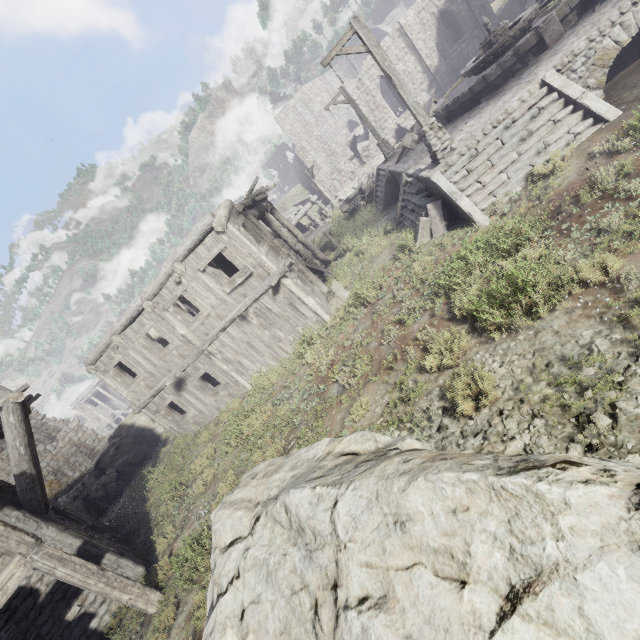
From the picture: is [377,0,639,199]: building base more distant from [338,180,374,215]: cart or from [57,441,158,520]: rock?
[57,441,158,520]: rock

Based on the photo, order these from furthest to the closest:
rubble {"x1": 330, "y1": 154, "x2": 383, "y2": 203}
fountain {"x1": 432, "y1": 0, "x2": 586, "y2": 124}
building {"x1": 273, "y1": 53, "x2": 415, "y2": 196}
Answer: rubble {"x1": 330, "y1": 154, "x2": 383, "y2": 203} < building {"x1": 273, "y1": 53, "x2": 415, "y2": 196} < fountain {"x1": 432, "y1": 0, "x2": 586, "y2": 124}

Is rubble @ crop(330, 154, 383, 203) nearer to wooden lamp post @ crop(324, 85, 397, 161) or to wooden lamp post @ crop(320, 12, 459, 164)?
wooden lamp post @ crop(324, 85, 397, 161)

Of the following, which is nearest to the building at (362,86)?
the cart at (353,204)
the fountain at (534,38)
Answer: the cart at (353,204)

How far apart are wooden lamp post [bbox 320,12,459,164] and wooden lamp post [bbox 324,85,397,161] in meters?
9.1

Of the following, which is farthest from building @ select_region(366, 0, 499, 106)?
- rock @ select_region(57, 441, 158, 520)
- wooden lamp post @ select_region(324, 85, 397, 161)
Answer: wooden lamp post @ select_region(324, 85, 397, 161)

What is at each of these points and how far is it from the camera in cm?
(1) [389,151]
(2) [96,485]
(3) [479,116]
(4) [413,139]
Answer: (1) wooden lamp post, 1912
(2) rock, 1711
(3) building base, 1121
(4) broken furniture, 1655

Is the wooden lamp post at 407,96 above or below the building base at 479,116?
above
